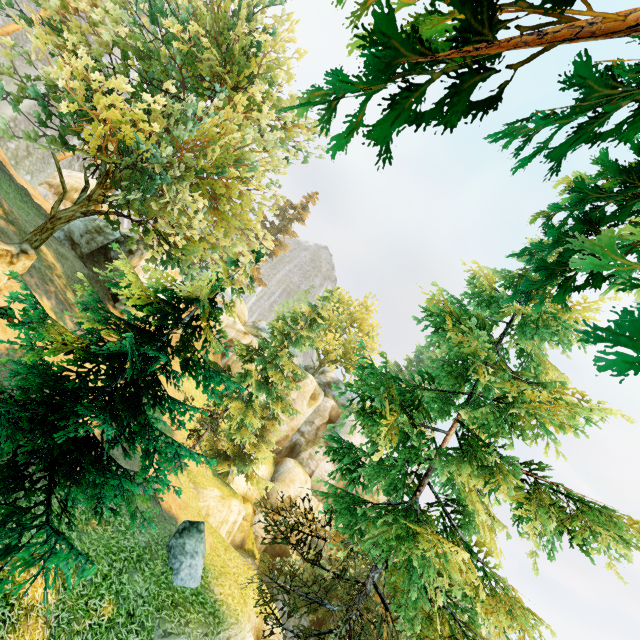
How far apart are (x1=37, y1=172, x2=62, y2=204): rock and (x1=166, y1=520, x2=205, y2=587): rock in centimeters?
2979cm

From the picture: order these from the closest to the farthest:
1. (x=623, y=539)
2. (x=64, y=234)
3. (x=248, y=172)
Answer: (x=623, y=539), (x=248, y=172), (x=64, y=234)

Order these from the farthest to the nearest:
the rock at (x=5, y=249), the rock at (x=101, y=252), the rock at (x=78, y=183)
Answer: the rock at (x=78, y=183), the rock at (x=101, y=252), the rock at (x=5, y=249)

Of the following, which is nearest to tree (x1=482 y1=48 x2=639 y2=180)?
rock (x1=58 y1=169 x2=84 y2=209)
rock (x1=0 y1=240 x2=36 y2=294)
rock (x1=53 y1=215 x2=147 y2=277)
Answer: rock (x1=58 y1=169 x2=84 y2=209)

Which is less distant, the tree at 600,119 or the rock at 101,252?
the tree at 600,119

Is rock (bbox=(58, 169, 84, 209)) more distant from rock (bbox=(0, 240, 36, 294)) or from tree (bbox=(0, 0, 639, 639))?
rock (bbox=(0, 240, 36, 294))

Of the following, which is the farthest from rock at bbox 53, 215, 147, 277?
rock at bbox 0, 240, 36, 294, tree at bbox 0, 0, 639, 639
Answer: rock at bbox 0, 240, 36, 294

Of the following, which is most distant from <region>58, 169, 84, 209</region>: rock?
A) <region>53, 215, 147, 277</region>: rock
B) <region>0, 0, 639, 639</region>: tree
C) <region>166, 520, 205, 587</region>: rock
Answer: <region>166, 520, 205, 587</region>: rock
